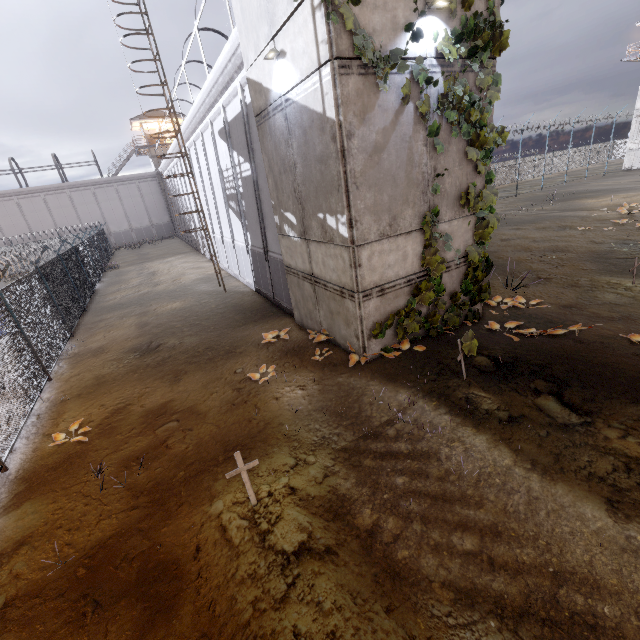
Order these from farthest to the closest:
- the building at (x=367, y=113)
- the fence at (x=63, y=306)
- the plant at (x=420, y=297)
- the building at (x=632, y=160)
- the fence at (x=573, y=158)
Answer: the building at (x=632, y=160) < the fence at (x=573, y=158) < the fence at (x=63, y=306) < the plant at (x=420, y=297) < the building at (x=367, y=113)

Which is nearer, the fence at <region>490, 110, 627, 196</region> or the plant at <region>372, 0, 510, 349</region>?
the plant at <region>372, 0, 510, 349</region>

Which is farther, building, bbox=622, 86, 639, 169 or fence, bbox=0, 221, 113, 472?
building, bbox=622, 86, 639, 169

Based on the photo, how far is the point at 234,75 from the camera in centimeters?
1016cm

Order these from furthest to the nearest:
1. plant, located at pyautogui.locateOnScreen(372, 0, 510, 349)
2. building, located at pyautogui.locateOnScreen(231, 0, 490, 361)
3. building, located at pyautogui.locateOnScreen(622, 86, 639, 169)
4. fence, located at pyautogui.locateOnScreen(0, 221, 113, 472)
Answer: building, located at pyautogui.locateOnScreen(622, 86, 639, 169) < fence, located at pyautogui.locateOnScreen(0, 221, 113, 472) < plant, located at pyautogui.locateOnScreen(372, 0, 510, 349) < building, located at pyautogui.locateOnScreen(231, 0, 490, 361)

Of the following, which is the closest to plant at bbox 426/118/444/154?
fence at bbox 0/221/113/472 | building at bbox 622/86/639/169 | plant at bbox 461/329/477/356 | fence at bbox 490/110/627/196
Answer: plant at bbox 461/329/477/356

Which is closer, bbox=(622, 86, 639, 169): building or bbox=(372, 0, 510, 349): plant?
bbox=(372, 0, 510, 349): plant

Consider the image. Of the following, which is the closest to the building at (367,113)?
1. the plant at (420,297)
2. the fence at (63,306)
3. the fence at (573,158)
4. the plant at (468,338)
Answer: the plant at (420,297)
